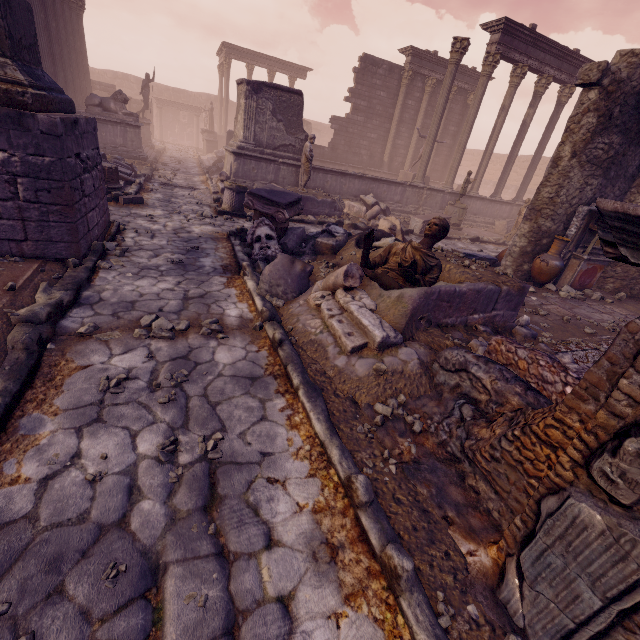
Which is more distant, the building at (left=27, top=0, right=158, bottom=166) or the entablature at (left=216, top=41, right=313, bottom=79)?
the entablature at (left=216, top=41, right=313, bottom=79)

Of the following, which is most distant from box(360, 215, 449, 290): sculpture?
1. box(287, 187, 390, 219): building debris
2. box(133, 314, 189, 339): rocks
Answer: box(287, 187, 390, 219): building debris

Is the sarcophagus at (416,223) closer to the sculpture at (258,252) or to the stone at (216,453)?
the sculpture at (258,252)

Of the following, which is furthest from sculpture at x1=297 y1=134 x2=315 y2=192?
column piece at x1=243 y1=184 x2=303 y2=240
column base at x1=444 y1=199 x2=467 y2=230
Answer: column base at x1=444 y1=199 x2=467 y2=230

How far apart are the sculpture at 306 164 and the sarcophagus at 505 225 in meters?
10.7 m

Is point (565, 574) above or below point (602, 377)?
below

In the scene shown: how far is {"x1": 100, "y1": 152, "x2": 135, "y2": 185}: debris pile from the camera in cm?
1041

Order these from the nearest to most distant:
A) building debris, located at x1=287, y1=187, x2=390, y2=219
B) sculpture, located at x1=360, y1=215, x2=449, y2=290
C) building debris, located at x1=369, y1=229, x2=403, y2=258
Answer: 1. sculpture, located at x1=360, y1=215, x2=449, y2=290
2. building debris, located at x1=369, y1=229, x2=403, y2=258
3. building debris, located at x1=287, y1=187, x2=390, y2=219
